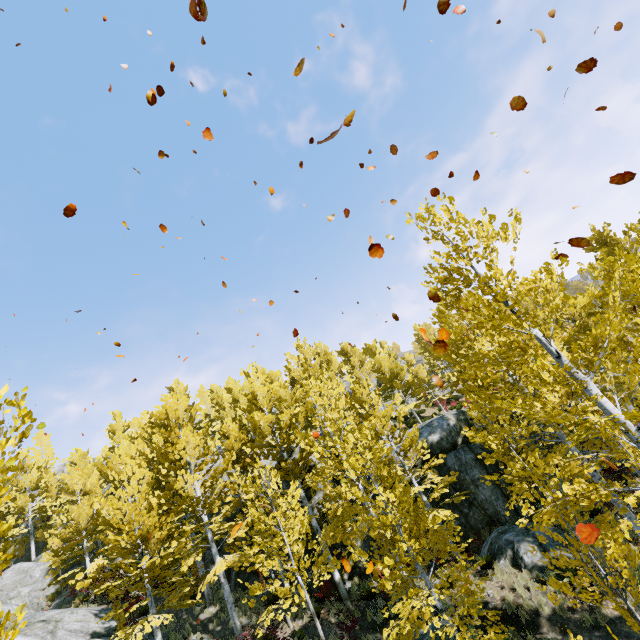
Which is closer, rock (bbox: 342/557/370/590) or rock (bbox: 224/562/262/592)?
rock (bbox: 342/557/370/590)

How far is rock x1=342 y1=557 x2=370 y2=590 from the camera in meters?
15.7

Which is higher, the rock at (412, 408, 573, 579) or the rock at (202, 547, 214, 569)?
the rock at (202, 547, 214, 569)

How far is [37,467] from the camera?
30.0 meters

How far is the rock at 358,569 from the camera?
15.66m
